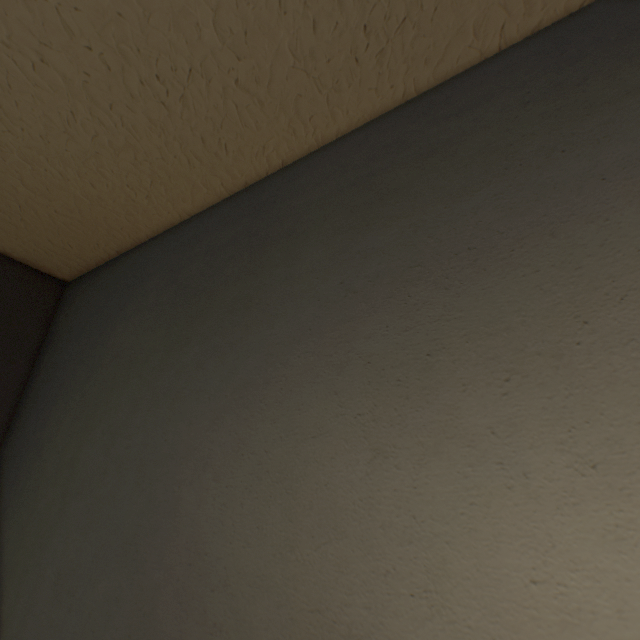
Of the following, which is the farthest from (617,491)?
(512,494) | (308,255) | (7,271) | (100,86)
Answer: (7,271)
